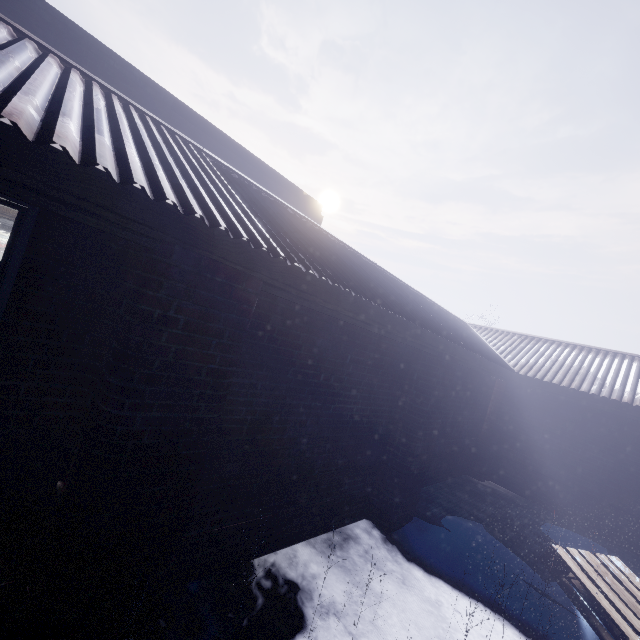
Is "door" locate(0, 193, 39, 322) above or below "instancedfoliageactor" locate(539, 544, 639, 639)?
above

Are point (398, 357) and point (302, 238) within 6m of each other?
yes

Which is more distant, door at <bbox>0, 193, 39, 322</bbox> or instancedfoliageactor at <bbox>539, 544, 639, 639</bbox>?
instancedfoliageactor at <bbox>539, 544, 639, 639</bbox>

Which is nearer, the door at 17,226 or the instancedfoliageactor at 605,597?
the door at 17,226

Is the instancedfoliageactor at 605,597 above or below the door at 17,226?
below
